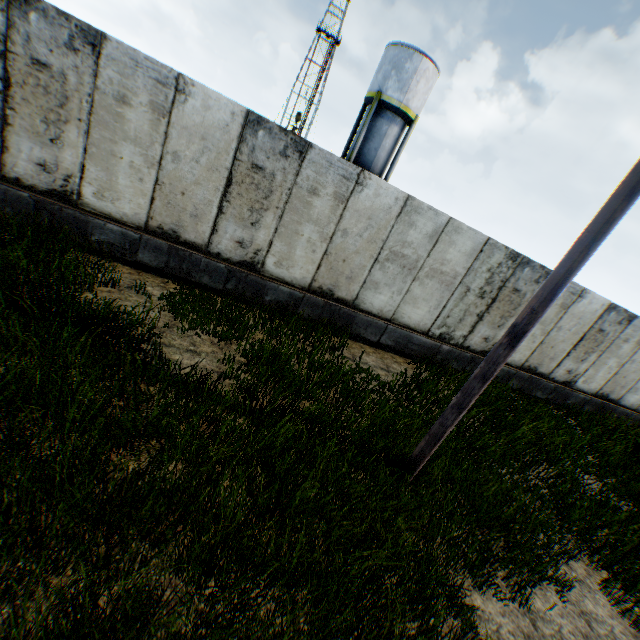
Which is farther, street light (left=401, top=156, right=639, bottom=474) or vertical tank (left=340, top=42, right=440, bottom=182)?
vertical tank (left=340, top=42, right=440, bottom=182)

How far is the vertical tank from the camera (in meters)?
20.70

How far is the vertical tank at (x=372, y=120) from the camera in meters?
20.7 m

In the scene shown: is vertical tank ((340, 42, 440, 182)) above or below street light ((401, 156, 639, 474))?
above

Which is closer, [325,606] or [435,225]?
[325,606]

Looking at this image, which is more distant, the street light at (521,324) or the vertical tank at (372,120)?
the vertical tank at (372,120)
